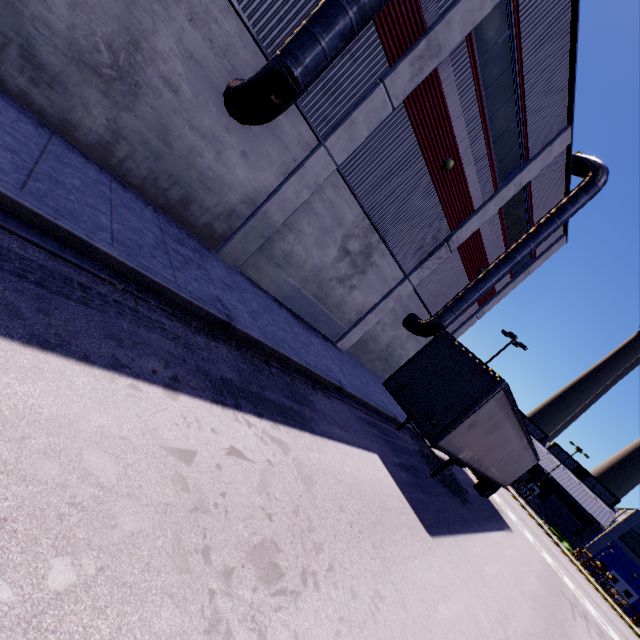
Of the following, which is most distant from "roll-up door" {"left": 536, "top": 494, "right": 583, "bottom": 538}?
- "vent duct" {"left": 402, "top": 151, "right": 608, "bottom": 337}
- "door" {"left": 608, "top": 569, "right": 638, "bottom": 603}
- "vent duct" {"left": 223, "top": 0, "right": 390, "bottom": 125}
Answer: "vent duct" {"left": 223, "top": 0, "right": 390, "bottom": 125}

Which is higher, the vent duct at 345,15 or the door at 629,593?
the vent duct at 345,15

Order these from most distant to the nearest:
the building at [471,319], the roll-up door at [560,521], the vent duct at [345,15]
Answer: the roll-up door at [560,521] < the building at [471,319] < the vent duct at [345,15]

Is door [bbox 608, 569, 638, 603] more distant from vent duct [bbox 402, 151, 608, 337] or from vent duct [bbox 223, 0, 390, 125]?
vent duct [bbox 223, 0, 390, 125]

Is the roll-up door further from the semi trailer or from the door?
the semi trailer

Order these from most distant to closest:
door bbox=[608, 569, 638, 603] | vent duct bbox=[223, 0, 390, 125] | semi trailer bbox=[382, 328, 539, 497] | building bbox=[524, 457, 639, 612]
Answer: building bbox=[524, 457, 639, 612]
door bbox=[608, 569, 638, 603]
semi trailer bbox=[382, 328, 539, 497]
vent duct bbox=[223, 0, 390, 125]

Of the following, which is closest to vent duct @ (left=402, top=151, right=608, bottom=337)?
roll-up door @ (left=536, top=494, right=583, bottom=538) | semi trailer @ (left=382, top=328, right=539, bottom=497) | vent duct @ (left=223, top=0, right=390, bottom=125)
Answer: semi trailer @ (left=382, top=328, right=539, bottom=497)

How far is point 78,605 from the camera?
2.0m
